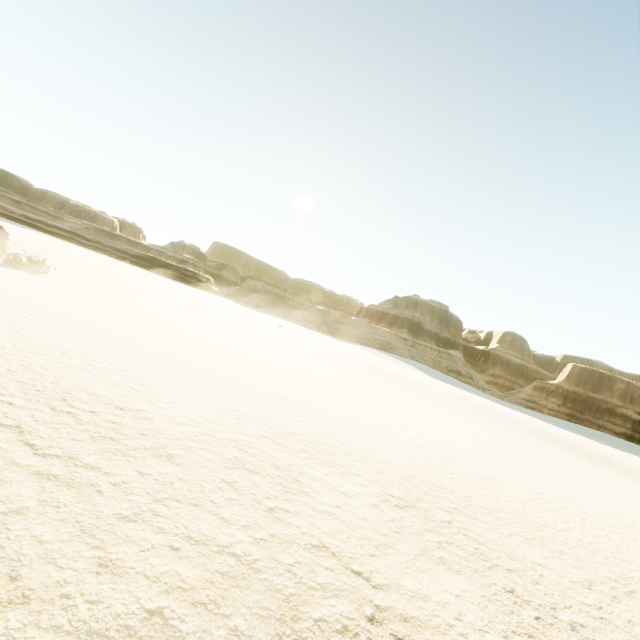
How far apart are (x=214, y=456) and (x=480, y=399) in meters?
55.7 m
